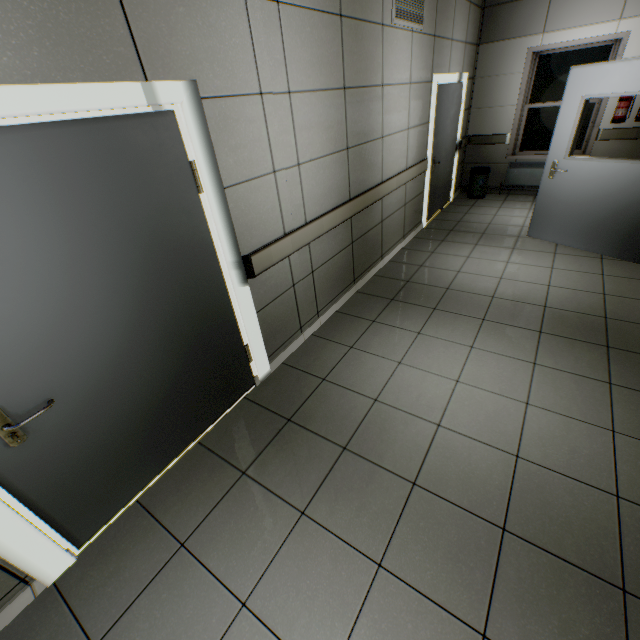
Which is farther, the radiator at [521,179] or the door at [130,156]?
the radiator at [521,179]

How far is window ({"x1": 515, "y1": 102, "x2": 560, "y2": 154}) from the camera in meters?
5.9 m

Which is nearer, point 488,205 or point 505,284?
point 505,284

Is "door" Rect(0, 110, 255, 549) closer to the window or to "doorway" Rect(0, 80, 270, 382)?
"doorway" Rect(0, 80, 270, 382)

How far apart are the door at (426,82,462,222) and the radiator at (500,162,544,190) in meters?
1.1 m

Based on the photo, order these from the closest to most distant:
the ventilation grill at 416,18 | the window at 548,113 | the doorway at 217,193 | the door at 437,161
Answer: the doorway at 217,193
the ventilation grill at 416,18
the door at 437,161
the window at 548,113

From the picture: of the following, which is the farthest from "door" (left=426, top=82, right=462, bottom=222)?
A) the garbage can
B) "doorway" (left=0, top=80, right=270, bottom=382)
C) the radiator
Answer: "doorway" (left=0, top=80, right=270, bottom=382)

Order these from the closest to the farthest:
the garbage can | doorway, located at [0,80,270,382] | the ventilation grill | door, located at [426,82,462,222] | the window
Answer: doorway, located at [0,80,270,382] < the ventilation grill < door, located at [426,82,462,222] < the window < the garbage can
